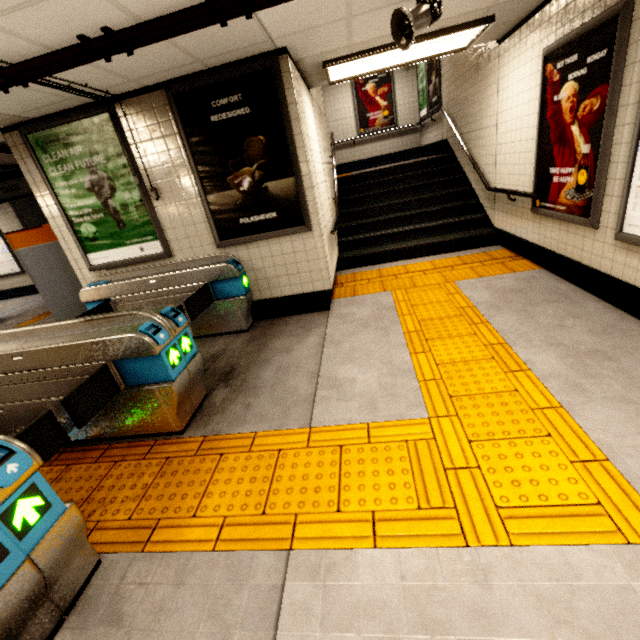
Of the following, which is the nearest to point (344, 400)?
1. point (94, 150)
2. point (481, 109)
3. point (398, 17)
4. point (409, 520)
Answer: point (409, 520)

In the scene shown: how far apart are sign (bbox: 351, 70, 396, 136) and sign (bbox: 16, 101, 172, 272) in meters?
8.7

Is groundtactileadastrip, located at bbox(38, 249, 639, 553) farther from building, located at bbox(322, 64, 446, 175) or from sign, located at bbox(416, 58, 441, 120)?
sign, located at bbox(416, 58, 441, 120)

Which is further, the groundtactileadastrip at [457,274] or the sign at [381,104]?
the sign at [381,104]

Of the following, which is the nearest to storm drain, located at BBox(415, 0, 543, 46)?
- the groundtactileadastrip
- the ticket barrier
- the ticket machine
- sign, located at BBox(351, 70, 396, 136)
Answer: the ticket machine

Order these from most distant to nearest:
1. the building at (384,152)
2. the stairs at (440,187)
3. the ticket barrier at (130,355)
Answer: the building at (384,152)
the stairs at (440,187)
the ticket barrier at (130,355)

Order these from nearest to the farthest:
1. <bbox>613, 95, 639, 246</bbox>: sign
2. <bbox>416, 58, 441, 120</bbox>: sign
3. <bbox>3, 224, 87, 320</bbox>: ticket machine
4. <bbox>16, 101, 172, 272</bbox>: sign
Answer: <bbox>613, 95, 639, 246</bbox>: sign
<bbox>16, 101, 172, 272</bbox>: sign
<bbox>3, 224, 87, 320</bbox>: ticket machine
<bbox>416, 58, 441, 120</bbox>: sign

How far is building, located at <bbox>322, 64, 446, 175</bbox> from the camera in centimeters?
942cm
